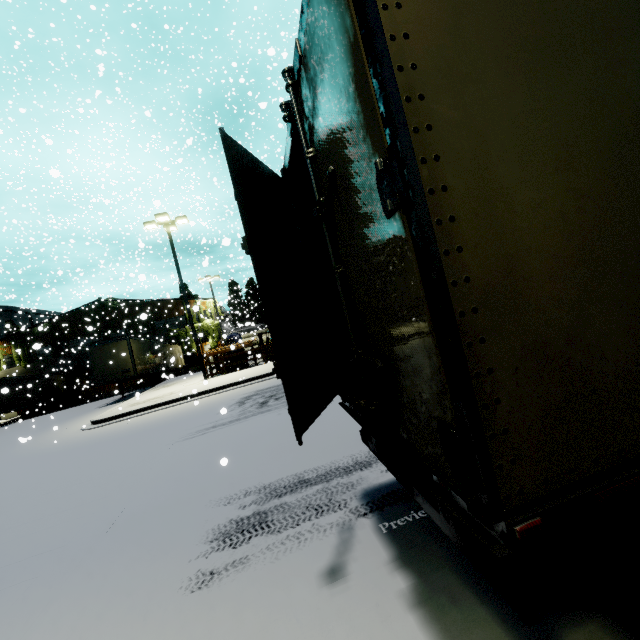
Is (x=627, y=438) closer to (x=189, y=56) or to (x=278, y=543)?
(x=278, y=543)

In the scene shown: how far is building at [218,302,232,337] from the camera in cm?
2363

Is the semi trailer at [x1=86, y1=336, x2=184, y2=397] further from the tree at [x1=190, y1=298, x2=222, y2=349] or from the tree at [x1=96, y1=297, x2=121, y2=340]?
the tree at [x1=96, y1=297, x2=121, y2=340]

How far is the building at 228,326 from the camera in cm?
2363

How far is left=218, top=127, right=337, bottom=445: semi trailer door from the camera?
2.61m

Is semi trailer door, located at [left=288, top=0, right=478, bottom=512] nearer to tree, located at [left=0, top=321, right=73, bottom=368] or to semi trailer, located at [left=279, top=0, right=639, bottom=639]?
semi trailer, located at [left=279, top=0, right=639, bottom=639]

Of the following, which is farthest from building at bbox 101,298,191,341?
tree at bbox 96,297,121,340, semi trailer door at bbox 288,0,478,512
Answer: semi trailer door at bbox 288,0,478,512

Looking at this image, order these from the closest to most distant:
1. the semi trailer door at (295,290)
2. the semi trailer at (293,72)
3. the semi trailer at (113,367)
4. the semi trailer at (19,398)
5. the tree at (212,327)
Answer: the semi trailer at (293,72) → the semi trailer door at (295,290) → the semi trailer at (113,367) → the semi trailer at (19,398) → the tree at (212,327)
